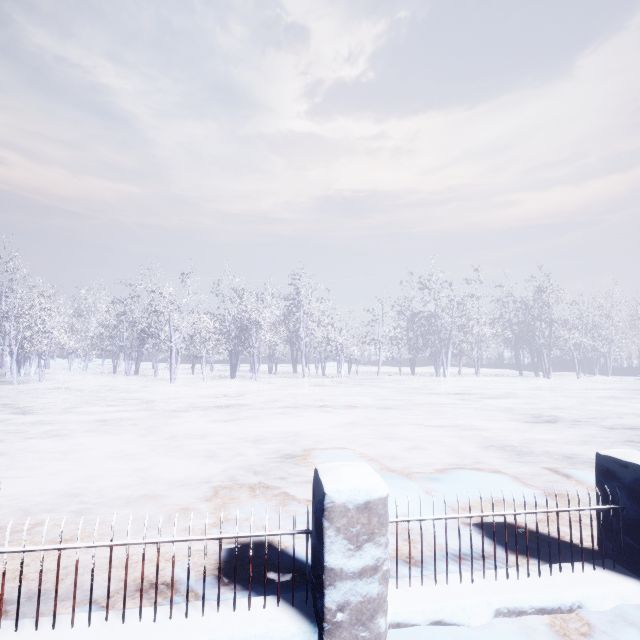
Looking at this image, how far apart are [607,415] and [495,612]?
10.2 meters
